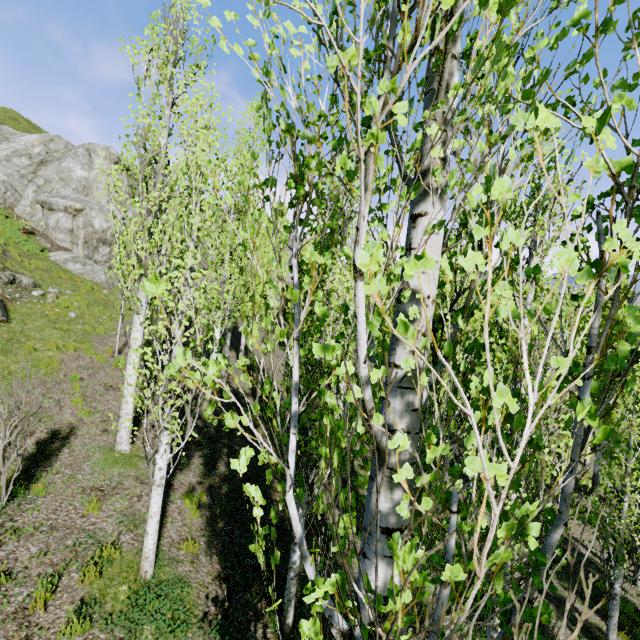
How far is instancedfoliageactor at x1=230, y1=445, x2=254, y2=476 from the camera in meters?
1.6 m

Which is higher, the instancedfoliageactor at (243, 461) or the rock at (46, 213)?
the rock at (46, 213)

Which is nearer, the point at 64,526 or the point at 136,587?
the point at 136,587

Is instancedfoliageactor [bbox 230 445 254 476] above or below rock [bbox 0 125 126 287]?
below

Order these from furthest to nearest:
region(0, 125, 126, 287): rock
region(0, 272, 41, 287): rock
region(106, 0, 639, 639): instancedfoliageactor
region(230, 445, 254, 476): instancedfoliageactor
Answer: region(0, 125, 126, 287): rock < region(0, 272, 41, 287): rock < region(230, 445, 254, 476): instancedfoliageactor < region(106, 0, 639, 639): instancedfoliageactor

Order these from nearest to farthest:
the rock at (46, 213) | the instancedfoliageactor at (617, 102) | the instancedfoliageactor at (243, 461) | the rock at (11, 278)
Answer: the instancedfoliageactor at (617, 102) → the instancedfoliageactor at (243, 461) → the rock at (11, 278) → the rock at (46, 213)

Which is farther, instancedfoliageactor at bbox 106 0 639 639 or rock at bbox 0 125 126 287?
rock at bbox 0 125 126 287
